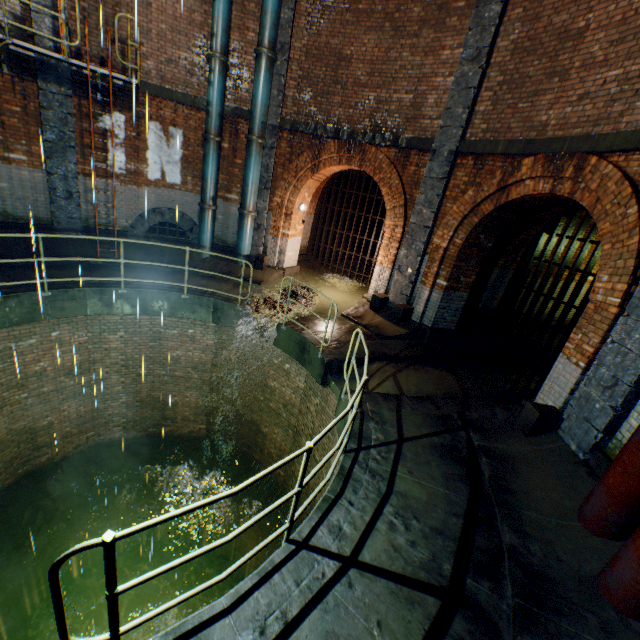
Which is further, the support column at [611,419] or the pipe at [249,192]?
the pipe at [249,192]

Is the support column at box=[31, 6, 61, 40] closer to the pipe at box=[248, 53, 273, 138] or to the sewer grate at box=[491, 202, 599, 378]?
the pipe at box=[248, 53, 273, 138]

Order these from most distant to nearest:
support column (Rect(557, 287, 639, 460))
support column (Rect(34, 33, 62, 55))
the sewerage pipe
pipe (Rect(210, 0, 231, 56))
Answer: the sewerage pipe
pipe (Rect(210, 0, 231, 56))
support column (Rect(34, 33, 62, 55))
support column (Rect(557, 287, 639, 460))

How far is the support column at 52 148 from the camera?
8.0 meters

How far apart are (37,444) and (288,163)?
10.56m

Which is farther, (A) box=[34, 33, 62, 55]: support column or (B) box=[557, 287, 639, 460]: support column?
(A) box=[34, 33, 62, 55]: support column

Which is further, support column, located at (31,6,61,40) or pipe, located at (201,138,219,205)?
pipe, located at (201,138,219,205)

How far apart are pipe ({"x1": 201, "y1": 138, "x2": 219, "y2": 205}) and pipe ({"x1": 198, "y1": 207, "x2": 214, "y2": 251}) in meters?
0.1
